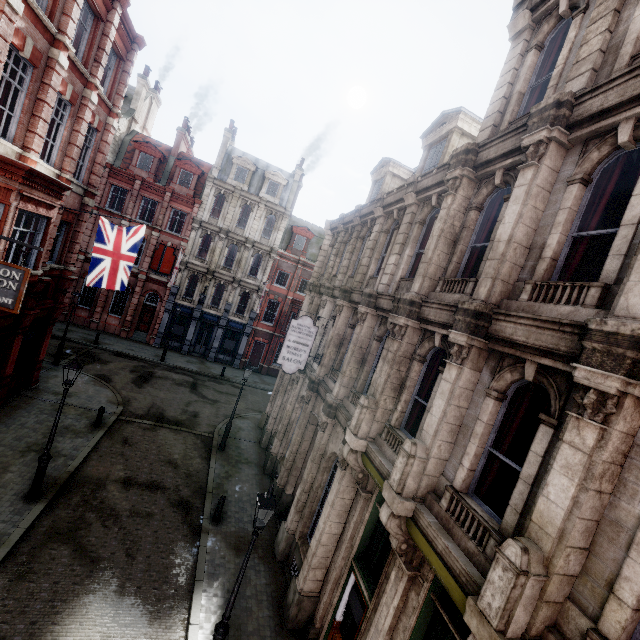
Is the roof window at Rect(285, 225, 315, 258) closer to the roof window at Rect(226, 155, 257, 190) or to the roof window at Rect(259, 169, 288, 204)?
the roof window at Rect(259, 169, 288, 204)

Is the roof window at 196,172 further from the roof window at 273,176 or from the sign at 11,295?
the sign at 11,295

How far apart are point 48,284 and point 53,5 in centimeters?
1071cm

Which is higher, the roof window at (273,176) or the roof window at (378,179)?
the roof window at (273,176)

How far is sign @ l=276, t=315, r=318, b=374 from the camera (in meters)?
13.09

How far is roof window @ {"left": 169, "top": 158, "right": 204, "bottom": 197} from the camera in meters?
29.3 m

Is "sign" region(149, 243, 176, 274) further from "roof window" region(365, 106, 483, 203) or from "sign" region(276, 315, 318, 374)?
A: "roof window" region(365, 106, 483, 203)

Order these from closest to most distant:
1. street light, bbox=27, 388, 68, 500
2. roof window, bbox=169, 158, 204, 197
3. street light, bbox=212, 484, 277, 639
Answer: street light, bbox=212, 484, 277, 639 < street light, bbox=27, 388, 68, 500 < roof window, bbox=169, 158, 204, 197
